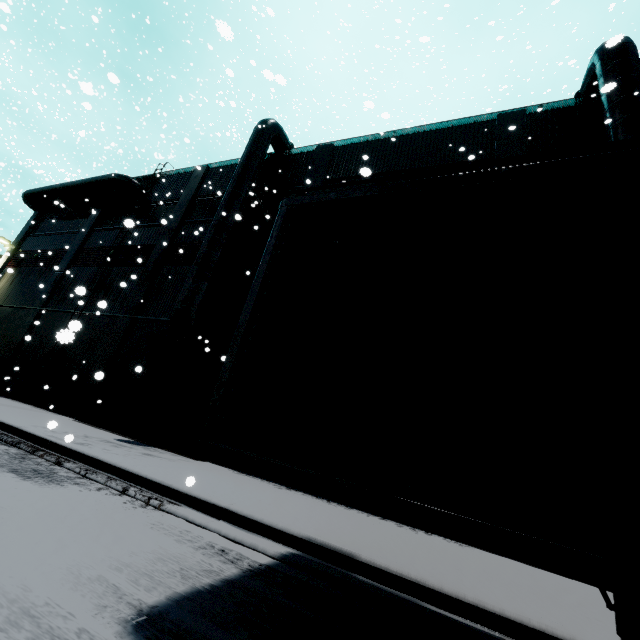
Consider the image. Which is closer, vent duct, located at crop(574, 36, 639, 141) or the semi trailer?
the semi trailer

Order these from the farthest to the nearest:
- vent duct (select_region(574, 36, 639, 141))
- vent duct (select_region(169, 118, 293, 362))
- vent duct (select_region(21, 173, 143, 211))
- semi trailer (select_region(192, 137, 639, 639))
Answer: vent duct (select_region(21, 173, 143, 211)), vent duct (select_region(169, 118, 293, 362)), vent duct (select_region(574, 36, 639, 141)), semi trailer (select_region(192, 137, 639, 639))

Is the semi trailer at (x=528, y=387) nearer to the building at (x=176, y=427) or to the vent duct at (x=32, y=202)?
the building at (x=176, y=427)

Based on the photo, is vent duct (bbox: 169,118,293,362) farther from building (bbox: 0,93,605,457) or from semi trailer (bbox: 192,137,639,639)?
semi trailer (bbox: 192,137,639,639)

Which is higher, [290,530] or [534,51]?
[534,51]

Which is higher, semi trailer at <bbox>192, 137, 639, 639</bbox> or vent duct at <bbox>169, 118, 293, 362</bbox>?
vent duct at <bbox>169, 118, 293, 362</bbox>

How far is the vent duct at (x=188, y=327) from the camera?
11.86m
